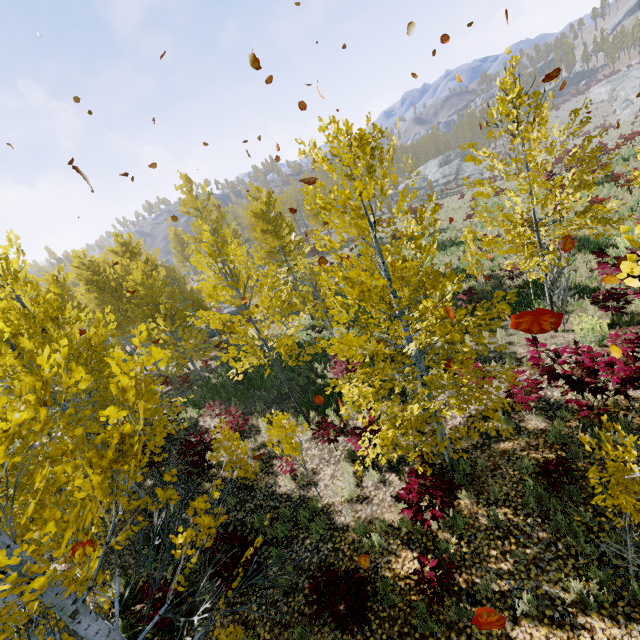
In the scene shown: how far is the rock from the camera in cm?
4997

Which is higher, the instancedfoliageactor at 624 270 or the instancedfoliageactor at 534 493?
the instancedfoliageactor at 624 270

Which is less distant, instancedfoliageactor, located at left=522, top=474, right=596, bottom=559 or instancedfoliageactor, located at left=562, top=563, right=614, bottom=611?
instancedfoliageactor, located at left=562, top=563, right=614, bottom=611

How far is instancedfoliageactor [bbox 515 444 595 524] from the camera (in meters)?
4.85

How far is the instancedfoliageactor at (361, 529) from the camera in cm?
569

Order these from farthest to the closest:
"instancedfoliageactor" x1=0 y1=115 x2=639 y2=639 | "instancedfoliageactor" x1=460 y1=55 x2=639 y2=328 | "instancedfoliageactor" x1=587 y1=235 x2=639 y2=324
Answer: "instancedfoliageactor" x1=460 y1=55 x2=639 y2=328 < "instancedfoliageactor" x1=0 y1=115 x2=639 y2=639 < "instancedfoliageactor" x1=587 y1=235 x2=639 y2=324

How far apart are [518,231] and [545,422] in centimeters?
547cm
